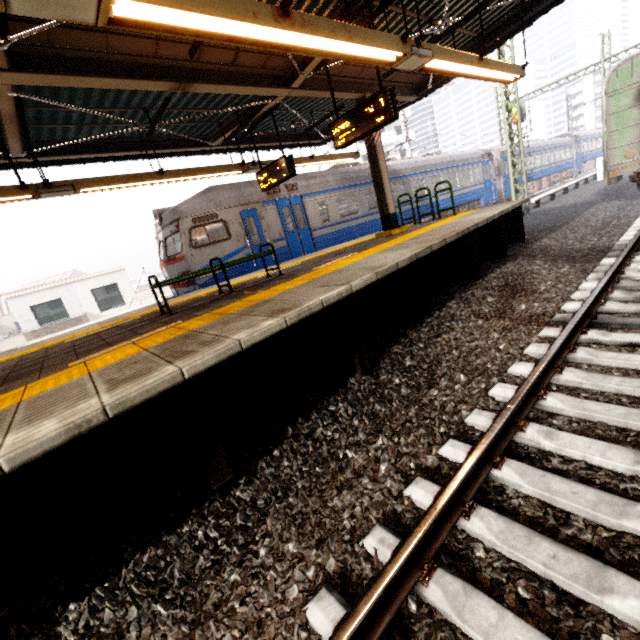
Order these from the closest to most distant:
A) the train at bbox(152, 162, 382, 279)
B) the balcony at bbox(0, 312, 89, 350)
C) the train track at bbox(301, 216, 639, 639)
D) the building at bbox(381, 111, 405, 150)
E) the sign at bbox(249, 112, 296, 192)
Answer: the train track at bbox(301, 216, 639, 639), the sign at bbox(249, 112, 296, 192), the train at bbox(152, 162, 382, 279), the balcony at bbox(0, 312, 89, 350), the building at bbox(381, 111, 405, 150)

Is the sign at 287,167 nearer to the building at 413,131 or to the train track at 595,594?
the train track at 595,594

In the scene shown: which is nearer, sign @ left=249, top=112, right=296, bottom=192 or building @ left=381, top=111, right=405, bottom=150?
sign @ left=249, top=112, right=296, bottom=192

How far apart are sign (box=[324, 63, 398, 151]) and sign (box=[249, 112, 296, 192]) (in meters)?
1.64

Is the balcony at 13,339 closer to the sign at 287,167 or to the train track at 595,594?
the sign at 287,167

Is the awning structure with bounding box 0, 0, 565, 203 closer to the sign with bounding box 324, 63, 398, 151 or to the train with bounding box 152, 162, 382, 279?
the sign with bounding box 324, 63, 398, 151

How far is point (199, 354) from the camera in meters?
2.5 m

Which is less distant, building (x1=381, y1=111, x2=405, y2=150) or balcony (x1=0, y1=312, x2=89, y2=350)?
balcony (x1=0, y1=312, x2=89, y2=350)
